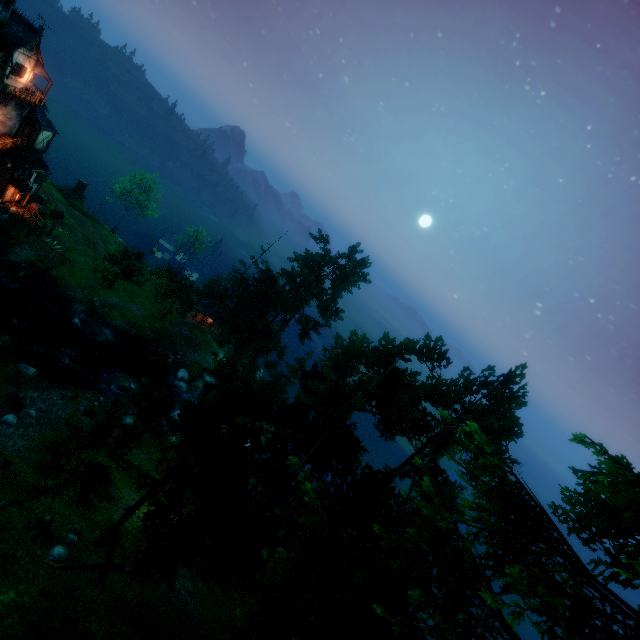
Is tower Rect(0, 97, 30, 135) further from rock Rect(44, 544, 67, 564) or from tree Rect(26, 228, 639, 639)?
rock Rect(44, 544, 67, 564)

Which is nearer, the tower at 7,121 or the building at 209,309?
the tower at 7,121

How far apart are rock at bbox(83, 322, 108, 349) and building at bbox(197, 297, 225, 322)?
13.6 meters

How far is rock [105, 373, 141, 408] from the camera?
32.91m

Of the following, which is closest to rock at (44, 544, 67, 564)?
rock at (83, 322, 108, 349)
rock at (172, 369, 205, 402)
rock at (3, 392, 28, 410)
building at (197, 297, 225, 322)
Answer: rock at (3, 392, 28, 410)

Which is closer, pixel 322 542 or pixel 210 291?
pixel 322 542

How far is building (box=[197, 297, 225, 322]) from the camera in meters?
50.6

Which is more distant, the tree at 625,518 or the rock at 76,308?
the rock at 76,308
